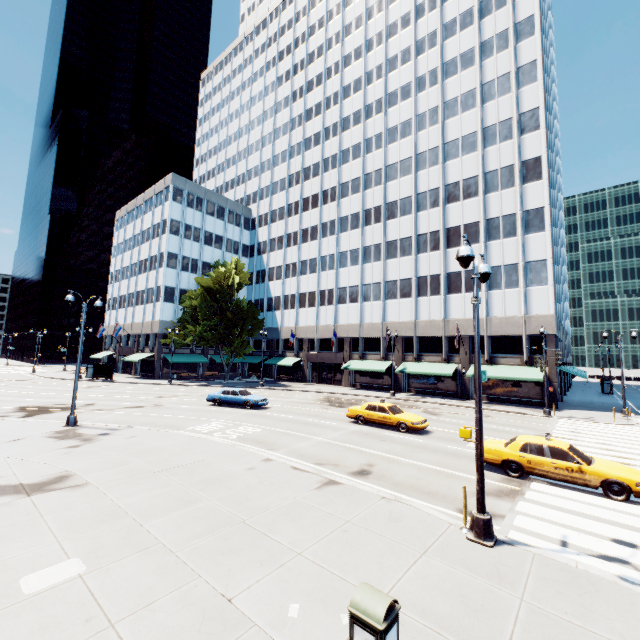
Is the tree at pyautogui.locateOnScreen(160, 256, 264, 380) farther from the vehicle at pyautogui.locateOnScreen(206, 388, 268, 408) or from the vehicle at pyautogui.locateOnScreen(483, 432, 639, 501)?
the vehicle at pyautogui.locateOnScreen(483, 432, 639, 501)

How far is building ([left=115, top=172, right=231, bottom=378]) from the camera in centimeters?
5034cm

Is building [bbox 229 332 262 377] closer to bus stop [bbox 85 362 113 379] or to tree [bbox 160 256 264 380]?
tree [bbox 160 256 264 380]

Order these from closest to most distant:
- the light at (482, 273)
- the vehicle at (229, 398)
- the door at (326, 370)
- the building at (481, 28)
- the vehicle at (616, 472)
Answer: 1. the light at (482, 273)
2. the vehicle at (616, 472)
3. the vehicle at (229, 398)
4. the building at (481, 28)
5. the door at (326, 370)

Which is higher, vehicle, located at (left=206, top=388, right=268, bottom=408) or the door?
the door

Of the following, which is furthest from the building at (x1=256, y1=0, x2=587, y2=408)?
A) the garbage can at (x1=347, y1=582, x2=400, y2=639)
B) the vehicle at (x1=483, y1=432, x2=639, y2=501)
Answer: the garbage can at (x1=347, y1=582, x2=400, y2=639)

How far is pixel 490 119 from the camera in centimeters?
3662cm

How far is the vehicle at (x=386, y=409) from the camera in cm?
1911
